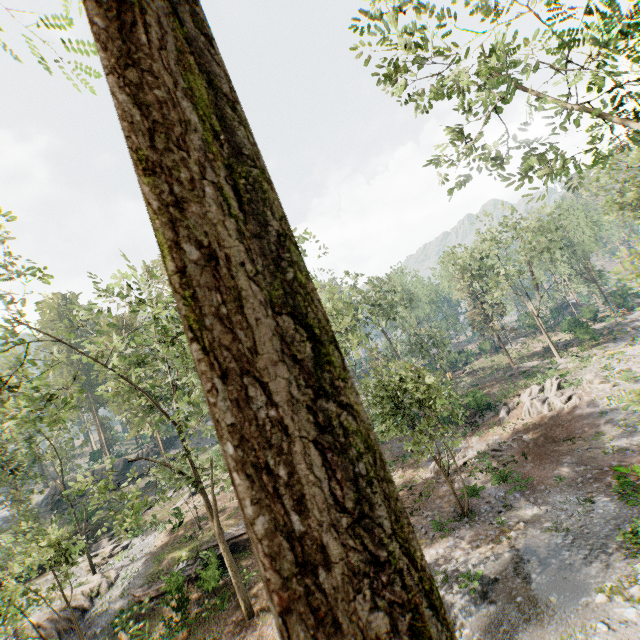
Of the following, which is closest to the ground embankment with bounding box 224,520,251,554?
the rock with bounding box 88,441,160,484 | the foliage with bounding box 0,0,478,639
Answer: the foliage with bounding box 0,0,478,639

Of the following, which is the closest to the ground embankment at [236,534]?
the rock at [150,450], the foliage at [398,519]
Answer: the foliage at [398,519]

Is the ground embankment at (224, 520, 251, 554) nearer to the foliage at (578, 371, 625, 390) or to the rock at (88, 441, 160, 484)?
the foliage at (578, 371, 625, 390)

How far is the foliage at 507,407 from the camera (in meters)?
29.04

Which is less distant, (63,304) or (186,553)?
(186,553)

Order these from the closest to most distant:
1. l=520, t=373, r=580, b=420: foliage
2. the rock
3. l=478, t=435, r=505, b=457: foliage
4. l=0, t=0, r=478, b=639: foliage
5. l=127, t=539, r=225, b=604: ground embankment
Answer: l=0, t=0, r=478, b=639: foliage
l=127, t=539, r=225, b=604: ground embankment
l=478, t=435, r=505, b=457: foliage
l=520, t=373, r=580, b=420: foliage
the rock

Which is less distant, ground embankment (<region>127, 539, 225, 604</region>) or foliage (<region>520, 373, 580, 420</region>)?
ground embankment (<region>127, 539, 225, 604</region>)
